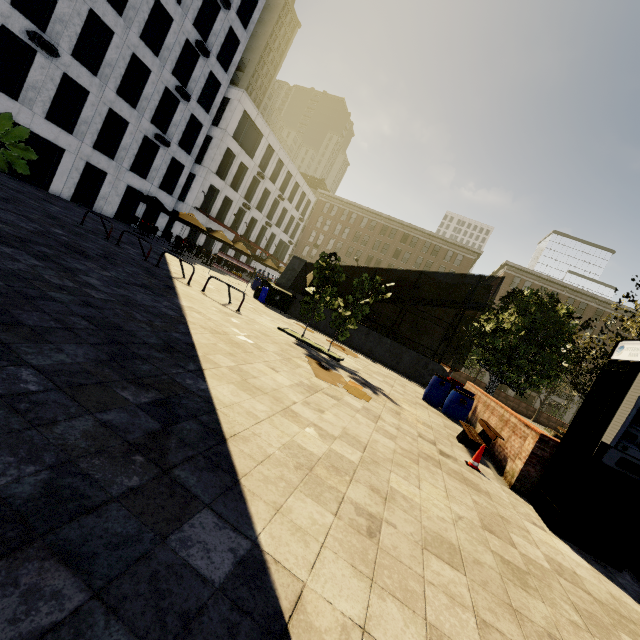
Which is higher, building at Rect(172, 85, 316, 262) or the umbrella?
building at Rect(172, 85, 316, 262)

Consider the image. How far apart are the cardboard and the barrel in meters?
3.7 m

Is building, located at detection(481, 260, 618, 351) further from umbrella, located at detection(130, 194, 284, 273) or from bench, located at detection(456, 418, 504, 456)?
umbrella, located at detection(130, 194, 284, 273)

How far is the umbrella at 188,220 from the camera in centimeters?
2108cm

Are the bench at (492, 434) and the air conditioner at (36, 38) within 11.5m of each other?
no

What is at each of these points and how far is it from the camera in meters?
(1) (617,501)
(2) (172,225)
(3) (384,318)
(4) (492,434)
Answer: (1) atm, 4.7 m
(2) building, 32.3 m
(3) building, 56.3 m
(4) bench, 7.2 m

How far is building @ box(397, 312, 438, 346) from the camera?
53.9m

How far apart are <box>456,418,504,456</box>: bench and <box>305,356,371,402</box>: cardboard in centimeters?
232cm
